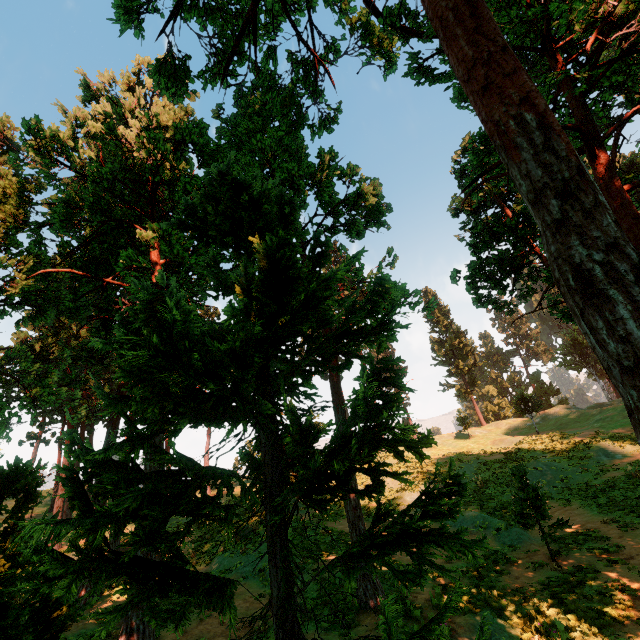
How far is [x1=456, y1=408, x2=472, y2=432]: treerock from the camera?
38.9 meters

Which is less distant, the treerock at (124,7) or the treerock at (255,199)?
the treerock at (255,199)

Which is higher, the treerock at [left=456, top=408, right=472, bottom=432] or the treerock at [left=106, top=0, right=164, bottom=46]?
the treerock at [left=106, top=0, right=164, bottom=46]

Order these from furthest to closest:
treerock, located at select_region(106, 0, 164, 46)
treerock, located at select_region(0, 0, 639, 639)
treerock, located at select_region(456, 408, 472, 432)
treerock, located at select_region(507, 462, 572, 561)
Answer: treerock, located at select_region(456, 408, 472, 432) < treerock, located at select_region(507, 462, 572, 561) < treerock, located at select_region(106, 0, 164, 46) < treerock, located at select_region(0, 0, 639, 639)

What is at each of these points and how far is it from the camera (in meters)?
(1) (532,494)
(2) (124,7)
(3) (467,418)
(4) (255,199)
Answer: (1) treerock, 13.52
(2) treerock, 8.52
(3) treerock, 39.25
(4) treerock, 5.45

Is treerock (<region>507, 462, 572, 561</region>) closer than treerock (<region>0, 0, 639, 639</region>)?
No

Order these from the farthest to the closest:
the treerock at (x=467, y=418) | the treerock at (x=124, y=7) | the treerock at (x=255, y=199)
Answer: the treerock at (x=467, y=418)
the treerock at (x=124, y=7)
the treerock at (x=255, y=199)
